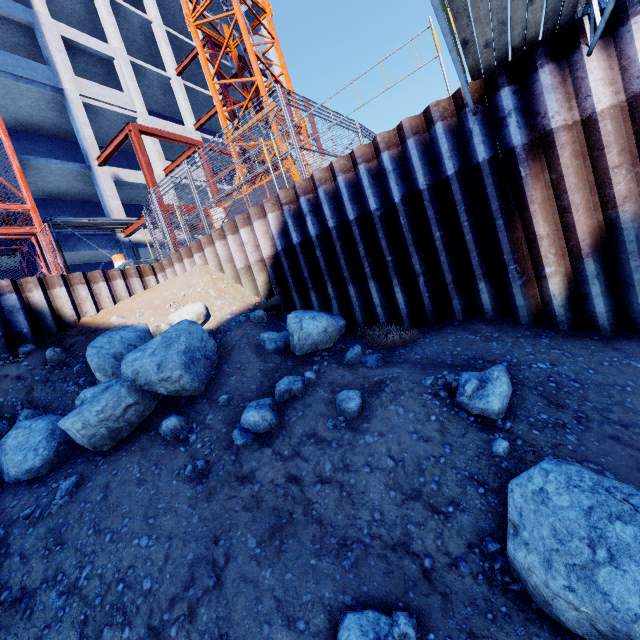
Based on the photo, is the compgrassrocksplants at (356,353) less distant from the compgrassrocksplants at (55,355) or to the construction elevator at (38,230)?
the compgrassrocksplants at (55,355)

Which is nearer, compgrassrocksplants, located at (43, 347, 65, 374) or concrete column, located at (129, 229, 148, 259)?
compgrassrocksplants, located at (43, 347, 65, 374)

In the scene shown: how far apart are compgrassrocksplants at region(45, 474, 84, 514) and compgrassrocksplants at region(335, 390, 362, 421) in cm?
344

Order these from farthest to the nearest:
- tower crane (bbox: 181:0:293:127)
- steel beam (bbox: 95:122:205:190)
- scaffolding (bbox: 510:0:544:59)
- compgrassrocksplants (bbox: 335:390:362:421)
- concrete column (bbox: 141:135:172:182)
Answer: concrete column (bbox: 141:135:172:182) → steel beam (bbox: 95:122:205:190) → tower crane (bbox: 181:0:293:127) → compgrassrocksplants (bbox: 335:390:362:421) → scaffolding (bbox: 510:0:544:59)

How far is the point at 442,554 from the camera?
2.9m

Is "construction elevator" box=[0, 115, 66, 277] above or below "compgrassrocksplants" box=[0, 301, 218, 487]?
above

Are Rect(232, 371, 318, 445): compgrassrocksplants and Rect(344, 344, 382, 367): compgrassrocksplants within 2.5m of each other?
yes

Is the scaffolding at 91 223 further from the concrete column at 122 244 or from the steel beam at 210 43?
the concrete column at 122 244
